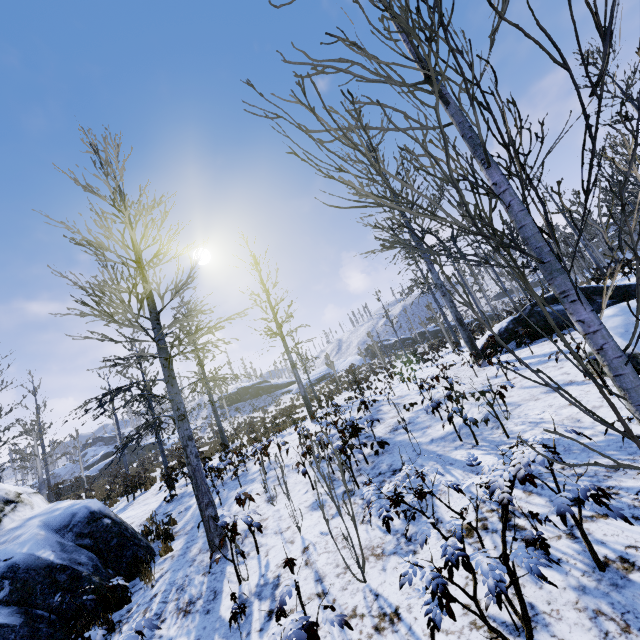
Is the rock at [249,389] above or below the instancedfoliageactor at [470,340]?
above

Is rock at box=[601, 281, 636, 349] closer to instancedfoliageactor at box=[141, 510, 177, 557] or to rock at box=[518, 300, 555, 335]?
instancedfoliageactor at box=[141, 510, 177, 557]

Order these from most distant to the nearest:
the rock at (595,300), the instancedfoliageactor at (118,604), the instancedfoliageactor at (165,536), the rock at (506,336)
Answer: the rock at (506,336) < the rock at (595,300) < the instancedfoliageactor at (165,536) < the instancedfoliageactor at (118,604)

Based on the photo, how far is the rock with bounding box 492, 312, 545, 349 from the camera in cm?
1121

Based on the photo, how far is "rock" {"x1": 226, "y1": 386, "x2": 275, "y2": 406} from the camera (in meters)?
59.53

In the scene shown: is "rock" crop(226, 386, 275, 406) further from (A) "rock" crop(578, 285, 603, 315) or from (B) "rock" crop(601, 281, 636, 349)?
(B) "rock" crop(601, 281, 636, 349)

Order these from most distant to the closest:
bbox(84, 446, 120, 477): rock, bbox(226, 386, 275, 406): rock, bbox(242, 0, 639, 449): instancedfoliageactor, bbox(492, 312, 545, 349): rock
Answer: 1. bbox(226, 386, 275, 406): rock
2. bbox(84, 446, 120, 477): rock
3. bbox(492, 312, 545, 349): rock
4. bbox(242, 0, 639, 449): instancedfoliageactor

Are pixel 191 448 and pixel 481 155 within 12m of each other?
yes
